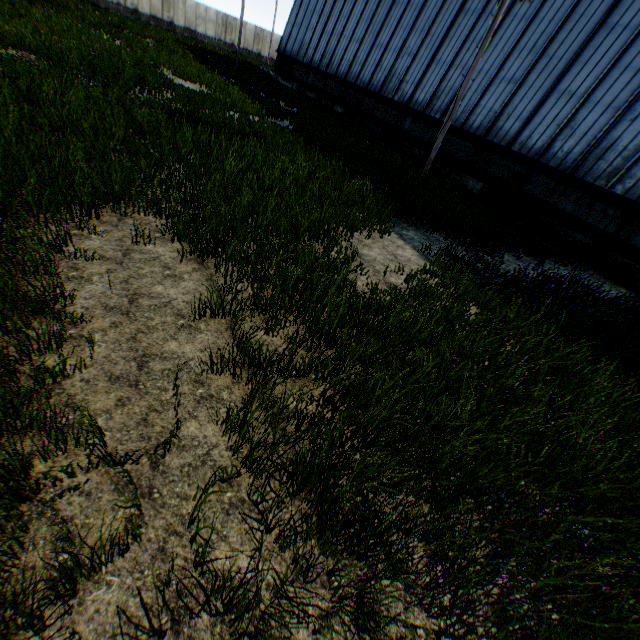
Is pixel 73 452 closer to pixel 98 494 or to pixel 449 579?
pixel 98 494

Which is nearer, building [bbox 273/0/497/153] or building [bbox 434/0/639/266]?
building [bbox 434/0/639/266]

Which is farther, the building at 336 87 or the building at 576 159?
the building at 336 87
